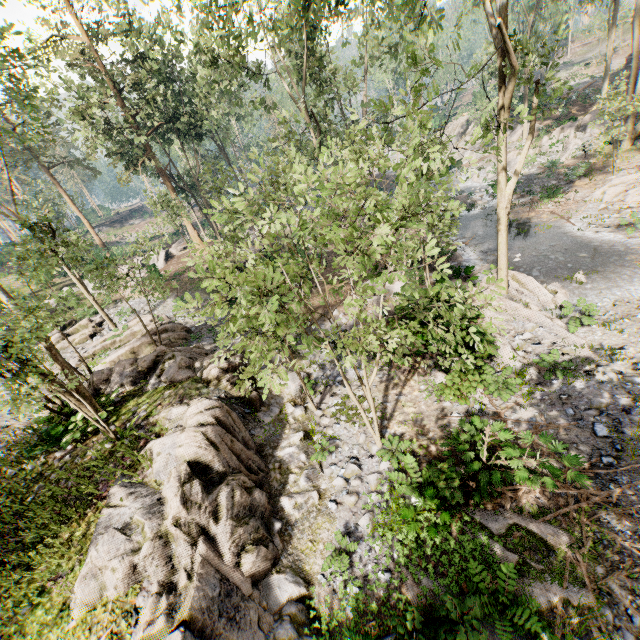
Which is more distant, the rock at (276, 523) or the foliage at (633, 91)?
Answer: the foliage at (633, 91)

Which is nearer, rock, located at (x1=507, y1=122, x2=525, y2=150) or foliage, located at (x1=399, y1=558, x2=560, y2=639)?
foliage, located at (x1=399, y1=558, x2=560, y2=639)

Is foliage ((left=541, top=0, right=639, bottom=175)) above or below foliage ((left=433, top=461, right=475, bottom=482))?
above

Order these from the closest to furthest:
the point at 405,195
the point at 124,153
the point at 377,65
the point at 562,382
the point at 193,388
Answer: the point at 405,195 < the point at 562,382 < the point at 193,388 < the point at 124,153 < the point at 377,65

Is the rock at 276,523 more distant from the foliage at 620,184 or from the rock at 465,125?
the rock at 465,125

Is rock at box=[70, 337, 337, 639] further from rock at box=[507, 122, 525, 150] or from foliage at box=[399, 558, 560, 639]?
rock at box=[507, 122, 525, 150]

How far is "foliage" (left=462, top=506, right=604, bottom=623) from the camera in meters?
Answer: 6.6 m
